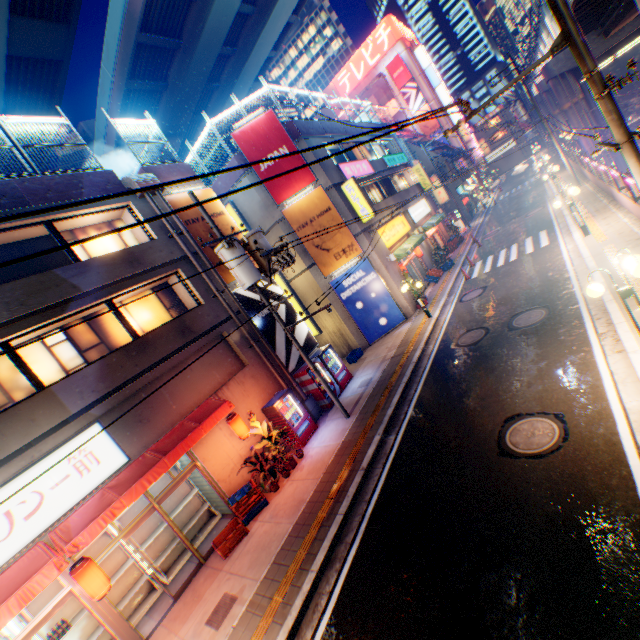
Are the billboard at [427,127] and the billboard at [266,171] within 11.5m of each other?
no

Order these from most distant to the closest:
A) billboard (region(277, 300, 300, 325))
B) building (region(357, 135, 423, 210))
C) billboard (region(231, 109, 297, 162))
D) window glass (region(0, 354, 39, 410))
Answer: building (region(357, 135, 423, 210)) < billboard (region(231, 109, 297, 162)) < billboard (region(277, 300, 300, 325)) < window glass (region(0, 354, 39, 410))

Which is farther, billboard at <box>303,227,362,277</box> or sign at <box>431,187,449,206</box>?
sign at <box>431,187,449,206</box>

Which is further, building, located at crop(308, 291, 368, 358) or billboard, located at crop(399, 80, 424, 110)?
billboard, located at crop(399, 80, 424, 110)

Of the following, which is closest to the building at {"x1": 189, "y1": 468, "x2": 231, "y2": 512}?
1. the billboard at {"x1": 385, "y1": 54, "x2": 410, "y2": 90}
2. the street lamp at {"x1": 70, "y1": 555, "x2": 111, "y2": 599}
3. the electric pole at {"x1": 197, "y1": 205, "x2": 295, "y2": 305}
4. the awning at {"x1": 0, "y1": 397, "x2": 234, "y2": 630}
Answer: the awning at {"x1": 0, "y1": 397, "x2": 234, "y2": 630}

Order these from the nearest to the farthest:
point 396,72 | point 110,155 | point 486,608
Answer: point 486,608
point 110,155
point 396,72

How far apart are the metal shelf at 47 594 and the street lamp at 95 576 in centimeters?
169cm

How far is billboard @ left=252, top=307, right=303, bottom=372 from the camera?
14.01m
